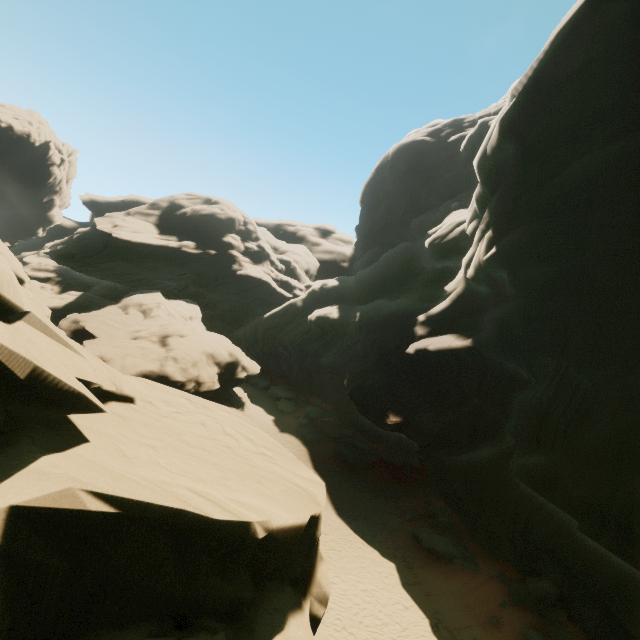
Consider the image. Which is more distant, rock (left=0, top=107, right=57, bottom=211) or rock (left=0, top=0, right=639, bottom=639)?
rock (left=0, top=107, right=57, bottom=211)

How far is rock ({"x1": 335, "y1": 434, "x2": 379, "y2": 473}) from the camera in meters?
29.1

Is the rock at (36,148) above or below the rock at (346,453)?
above

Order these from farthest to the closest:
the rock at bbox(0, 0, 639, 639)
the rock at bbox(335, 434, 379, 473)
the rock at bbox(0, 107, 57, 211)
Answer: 1. the rock at bbox(0, 107, 57, 211)
2. the rock at bbox(335, 434, 379, 473)
3. the rock at bbox(0, 0, 639, 639)

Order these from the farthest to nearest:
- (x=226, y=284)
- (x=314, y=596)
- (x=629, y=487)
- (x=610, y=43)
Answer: (x=226, y=284), (x=610, y=43), (x=629, y=487), (x=314, y=596)
